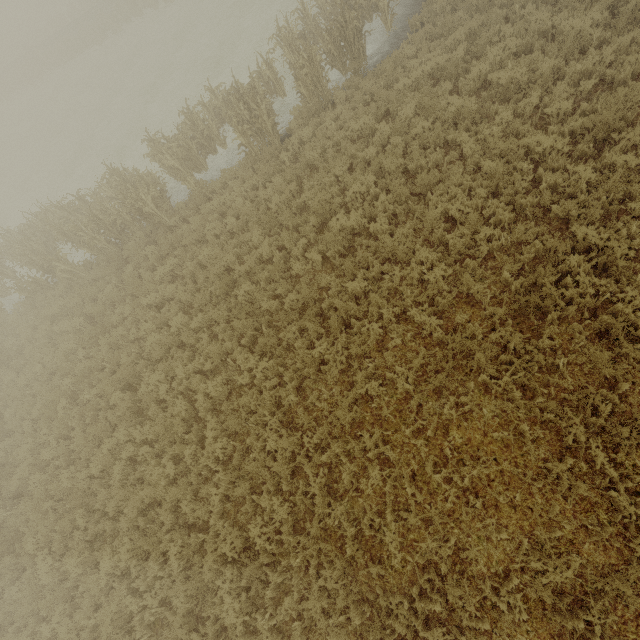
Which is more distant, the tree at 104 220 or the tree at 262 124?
the tree at 104 220

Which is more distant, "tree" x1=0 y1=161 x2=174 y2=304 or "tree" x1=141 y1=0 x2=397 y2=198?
"tree" x1=0 y1=161 x2=174 y2=304

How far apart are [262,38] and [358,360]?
19.0m
